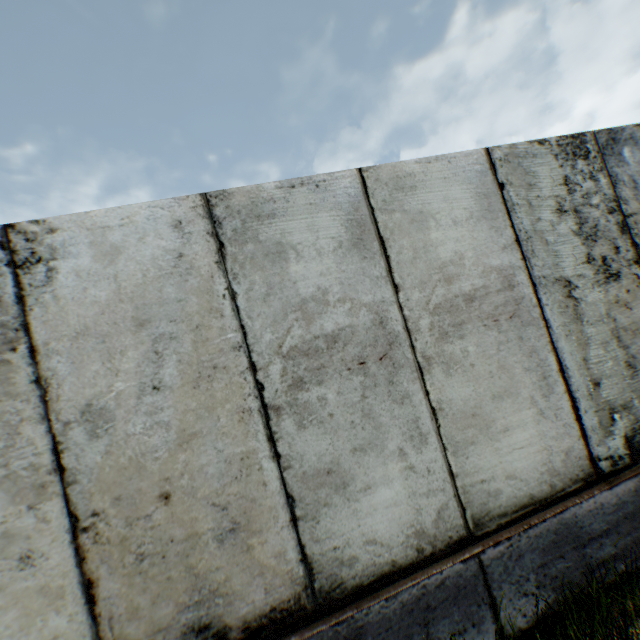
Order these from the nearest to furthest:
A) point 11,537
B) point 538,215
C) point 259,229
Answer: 1. point 11,537
2. point 259,229
3. point 538,215
